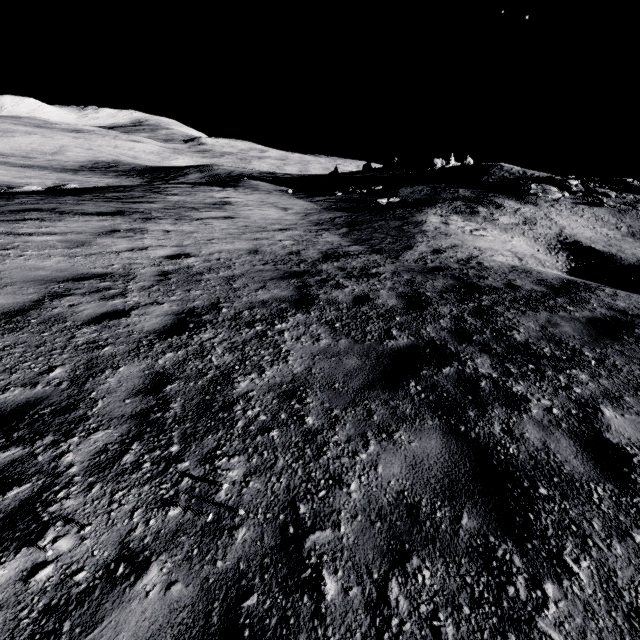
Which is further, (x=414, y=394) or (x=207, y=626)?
(x=414, y=394)
